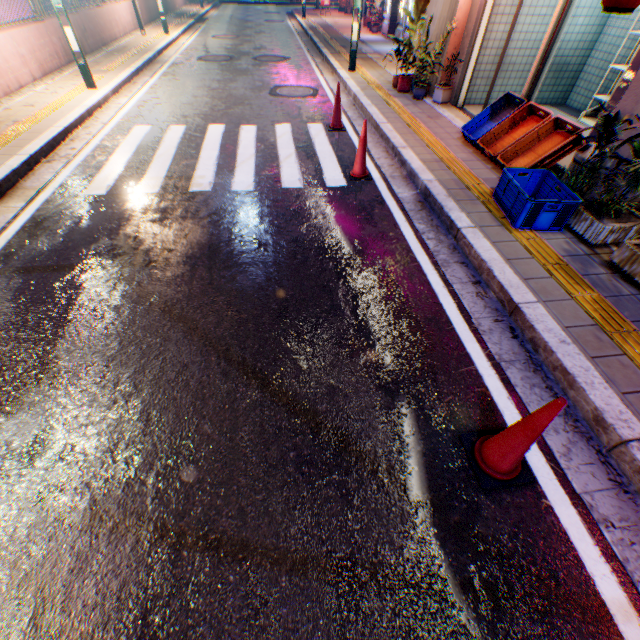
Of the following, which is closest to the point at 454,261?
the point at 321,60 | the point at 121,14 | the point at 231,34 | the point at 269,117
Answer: the point at 269,117

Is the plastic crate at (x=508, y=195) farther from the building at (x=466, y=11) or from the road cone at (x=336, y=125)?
the road cone at (x=336, y=125)

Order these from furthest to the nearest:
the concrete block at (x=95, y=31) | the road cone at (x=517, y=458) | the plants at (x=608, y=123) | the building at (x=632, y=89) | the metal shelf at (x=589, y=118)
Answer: the concrete block at (x=95, y=31) < the metal shelf at (x=589, y=118) < the building at (x=632, y=89) < the plants at (x=608, y=123) < the road cone at (x=517, y=458)

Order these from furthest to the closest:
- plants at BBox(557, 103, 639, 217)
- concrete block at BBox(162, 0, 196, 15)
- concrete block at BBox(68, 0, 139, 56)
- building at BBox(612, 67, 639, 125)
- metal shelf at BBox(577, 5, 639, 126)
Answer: concrete block at BBox(162, 0, 196, 15) < concrete block at BBox(68, 0, 139, 56) < metal shelf at BBox(577, 5, 639, 126) < building at BBox(612, 67, 639, 125) < plants at BBox(557, 103, 639, 217)

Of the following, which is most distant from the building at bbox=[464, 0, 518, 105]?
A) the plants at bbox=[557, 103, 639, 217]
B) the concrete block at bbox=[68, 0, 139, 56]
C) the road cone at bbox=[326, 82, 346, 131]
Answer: the concrete block at bbox=[68, 0, 139, 56]

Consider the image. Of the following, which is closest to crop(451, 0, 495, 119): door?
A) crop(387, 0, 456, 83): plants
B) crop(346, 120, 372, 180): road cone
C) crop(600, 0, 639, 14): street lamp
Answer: crop(600, 0, 639, 14): street lamp

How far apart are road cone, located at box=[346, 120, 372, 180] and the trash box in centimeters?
269cm

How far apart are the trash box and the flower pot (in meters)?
4.64
